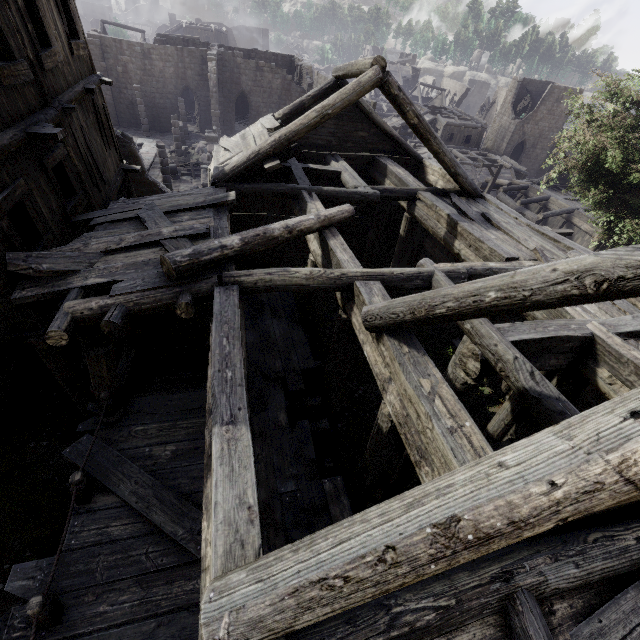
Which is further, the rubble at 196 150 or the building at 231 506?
the rubble at 196 150

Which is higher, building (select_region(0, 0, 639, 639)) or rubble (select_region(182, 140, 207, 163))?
building (select_region(0, 0, 639, 639))

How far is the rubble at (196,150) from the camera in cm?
2722

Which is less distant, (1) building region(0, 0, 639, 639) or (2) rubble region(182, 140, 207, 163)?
(1) building region(0, 0, 639, 639)

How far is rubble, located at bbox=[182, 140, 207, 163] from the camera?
27.2m

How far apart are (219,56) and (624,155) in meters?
33.0 m
